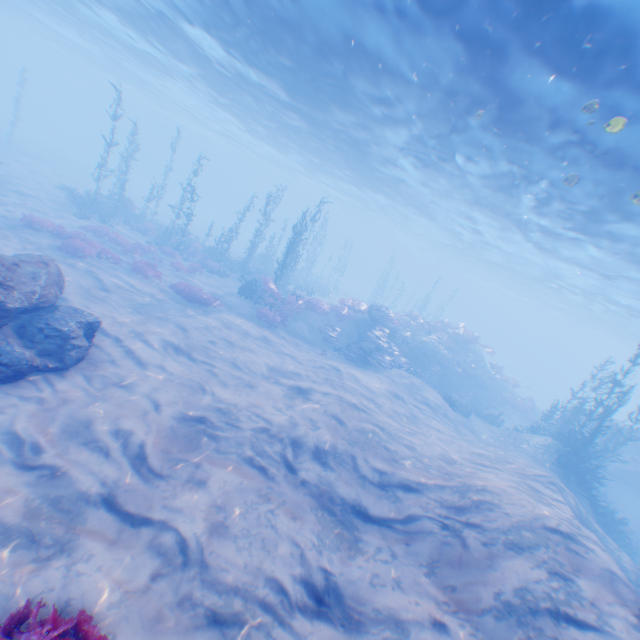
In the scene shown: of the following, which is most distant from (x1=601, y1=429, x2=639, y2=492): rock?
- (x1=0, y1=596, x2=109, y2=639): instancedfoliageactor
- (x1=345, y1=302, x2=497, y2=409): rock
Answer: (x1=0, y1=596, x2=109, y2=639): instancedfoliageactor

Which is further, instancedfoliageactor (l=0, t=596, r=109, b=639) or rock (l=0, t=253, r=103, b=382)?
→ rock (l=0, t=253, r=103, b=382)

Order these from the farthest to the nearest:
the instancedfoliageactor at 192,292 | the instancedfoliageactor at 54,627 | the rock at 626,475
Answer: the rock at 626,475
the instancedfoliageactor at 192,292
the instancedfoliageactor at 54,627

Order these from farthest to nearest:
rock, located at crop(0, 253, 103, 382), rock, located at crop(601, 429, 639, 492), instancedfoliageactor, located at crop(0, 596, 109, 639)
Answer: rock, located at crop(601, 429, 639, 492) → rock, located at crop(0, 253, 103, 382) → instancedfoliageactor, located at crop(0, 596, 109, 639)

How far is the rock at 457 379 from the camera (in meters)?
21.86

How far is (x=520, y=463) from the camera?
11.82m
